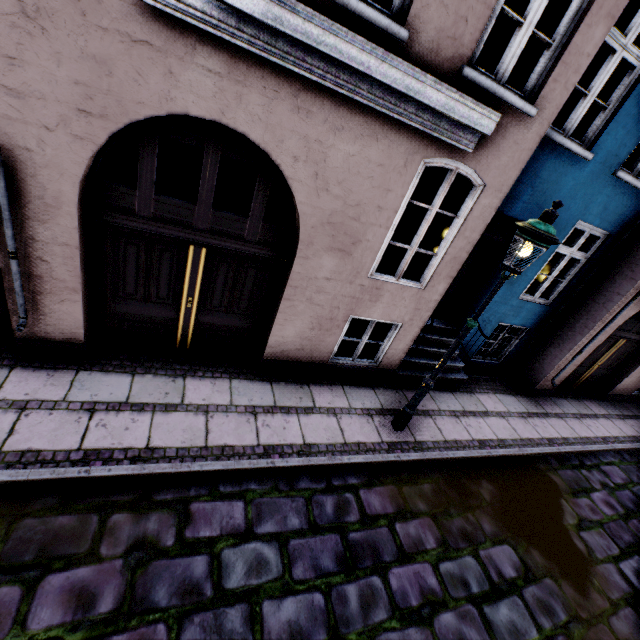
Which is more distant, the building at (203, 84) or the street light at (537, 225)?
the street light at (537, 225)

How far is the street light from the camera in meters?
3.5

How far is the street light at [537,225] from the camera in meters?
3.5 m

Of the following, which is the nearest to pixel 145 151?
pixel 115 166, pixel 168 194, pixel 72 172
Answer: pixel 72 172

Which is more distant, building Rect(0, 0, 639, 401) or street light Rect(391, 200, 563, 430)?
street light Rect(391, 200, 563, 430)
